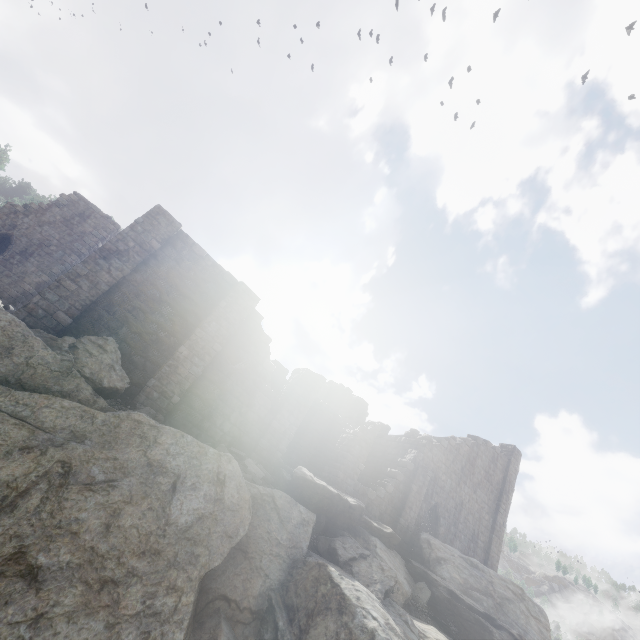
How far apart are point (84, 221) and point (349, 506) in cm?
2872

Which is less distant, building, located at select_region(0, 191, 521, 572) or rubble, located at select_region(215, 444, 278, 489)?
rubble, located at select_region(215, 444, 278, 489)

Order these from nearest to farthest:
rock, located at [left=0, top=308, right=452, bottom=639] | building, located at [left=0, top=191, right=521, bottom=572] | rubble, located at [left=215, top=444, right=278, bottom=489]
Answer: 1. rock, located at [left=0, top=308, right=452, bottom=639]
2. rubble, located at [left=215, top=444, right=278, bottom=489]
3. building, located at [left=0, top=191, right=521, bottom=572]

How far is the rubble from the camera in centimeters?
1161cm

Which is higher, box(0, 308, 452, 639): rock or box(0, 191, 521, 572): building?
box(0, 191, 521, 572): building

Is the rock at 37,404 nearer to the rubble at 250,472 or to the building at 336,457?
the rubble at 250,472

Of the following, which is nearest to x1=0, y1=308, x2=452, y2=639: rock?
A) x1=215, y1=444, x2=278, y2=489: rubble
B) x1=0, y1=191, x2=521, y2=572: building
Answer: x1=215, y1=444, x2=278, y2=489: rubble
